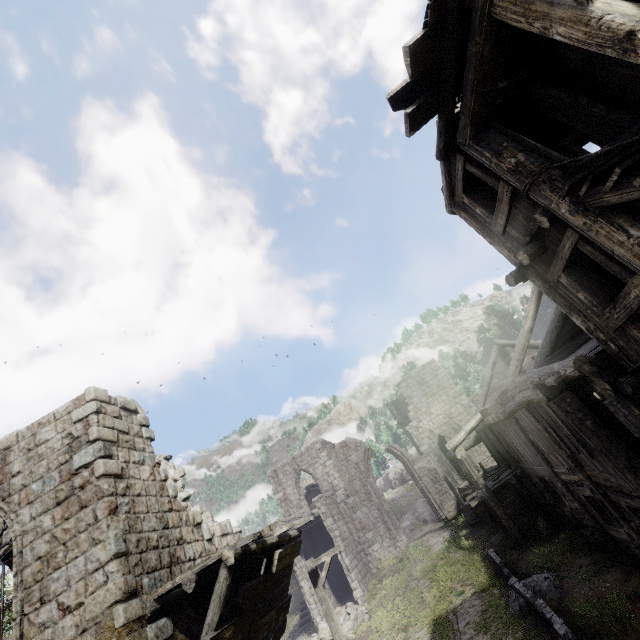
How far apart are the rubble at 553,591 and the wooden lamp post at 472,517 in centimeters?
872cm

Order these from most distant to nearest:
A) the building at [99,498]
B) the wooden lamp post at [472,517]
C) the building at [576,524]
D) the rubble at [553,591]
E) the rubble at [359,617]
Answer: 1. the wooden lamp post at [472,517]
2. the rubble at [359,617]
3. the rubble at [553,591]
4. the building at [99,498]
5. the building at [576,524]

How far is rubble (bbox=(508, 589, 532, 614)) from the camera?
10.60m

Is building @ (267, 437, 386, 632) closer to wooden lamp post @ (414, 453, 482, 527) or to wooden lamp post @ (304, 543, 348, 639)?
wooden lamp post @ (414, 453, 482, 527)

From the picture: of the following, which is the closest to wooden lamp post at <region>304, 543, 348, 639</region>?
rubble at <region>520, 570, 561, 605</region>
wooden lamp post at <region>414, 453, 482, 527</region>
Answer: rubble at <region>520, 570, 561, 605</region>

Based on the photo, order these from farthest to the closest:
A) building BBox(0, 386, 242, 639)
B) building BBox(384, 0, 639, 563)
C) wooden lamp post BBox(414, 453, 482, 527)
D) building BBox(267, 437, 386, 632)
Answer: building BBox(267, 437, 386, 632) → wooden lamp post BBox(414, 453, 482, 527) → building BBox(0, 386, 242, 639) → building BBox(384, 0, 639, 563)

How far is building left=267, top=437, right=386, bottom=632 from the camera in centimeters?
2134cm

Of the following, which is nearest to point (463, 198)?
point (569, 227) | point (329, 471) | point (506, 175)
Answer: point (506, 175)
